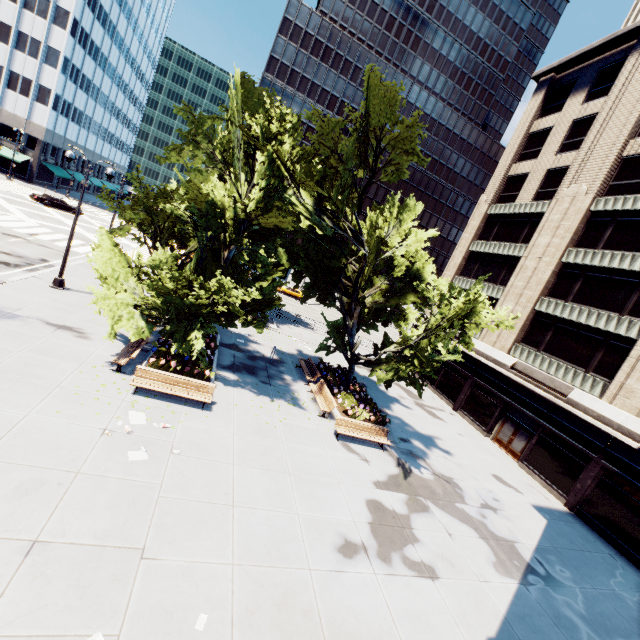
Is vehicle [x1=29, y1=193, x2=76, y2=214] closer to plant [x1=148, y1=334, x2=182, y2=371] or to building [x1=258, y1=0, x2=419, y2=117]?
building [x1=258, y1=0, x2=419, y2=117]

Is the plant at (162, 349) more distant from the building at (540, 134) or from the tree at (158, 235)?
the building at (540, 134)

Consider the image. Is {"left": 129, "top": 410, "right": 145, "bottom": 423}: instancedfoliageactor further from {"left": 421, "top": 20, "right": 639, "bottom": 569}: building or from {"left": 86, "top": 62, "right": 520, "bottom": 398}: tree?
{"left": 421, "top": 20, "right": 639, "bottom": 569}: building

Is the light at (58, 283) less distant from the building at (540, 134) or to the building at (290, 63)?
the building at (540, 134)

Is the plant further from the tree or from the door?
the door

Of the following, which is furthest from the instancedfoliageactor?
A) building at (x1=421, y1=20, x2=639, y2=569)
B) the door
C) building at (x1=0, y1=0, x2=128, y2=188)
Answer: building at (x1=0, y1=0, x2=128, y2=188)

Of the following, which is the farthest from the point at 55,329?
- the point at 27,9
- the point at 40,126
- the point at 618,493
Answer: the point at 27,9

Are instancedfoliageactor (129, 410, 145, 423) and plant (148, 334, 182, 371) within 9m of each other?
yes
